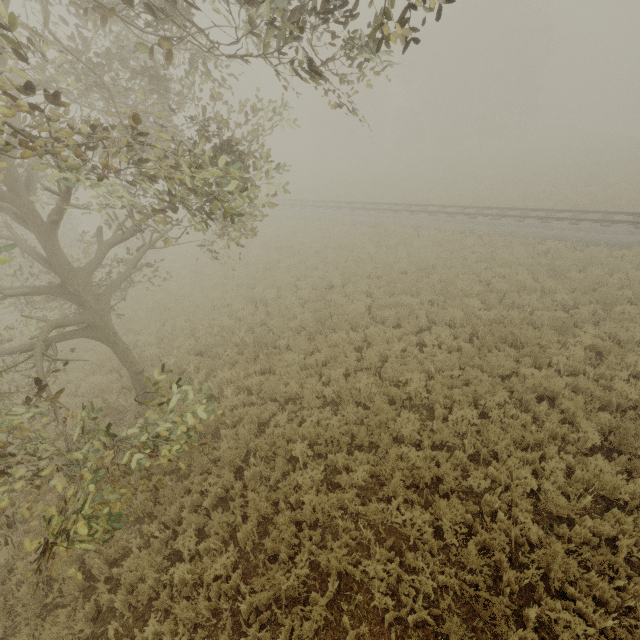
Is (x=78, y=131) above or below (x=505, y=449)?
above
